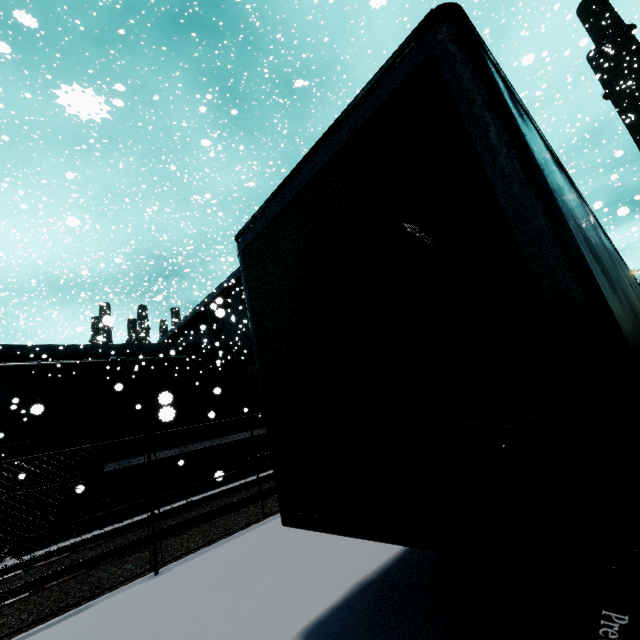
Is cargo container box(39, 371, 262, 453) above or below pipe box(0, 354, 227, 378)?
below

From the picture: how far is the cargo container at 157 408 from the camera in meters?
9.0

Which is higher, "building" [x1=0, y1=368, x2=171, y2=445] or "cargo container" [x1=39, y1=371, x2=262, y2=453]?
"building" [x1=0, y1=368, x2=171, y2=445]

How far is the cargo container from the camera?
8.99m

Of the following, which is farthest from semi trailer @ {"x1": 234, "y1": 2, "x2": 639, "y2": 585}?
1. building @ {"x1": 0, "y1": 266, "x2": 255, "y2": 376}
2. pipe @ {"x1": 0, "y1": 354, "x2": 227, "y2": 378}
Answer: pipe @ {"x1": 0, "y1": 354, "x2": 227, "y2": 378}

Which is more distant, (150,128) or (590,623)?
(150,128)

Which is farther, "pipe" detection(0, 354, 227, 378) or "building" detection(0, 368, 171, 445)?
"pipe" detection(0, 354, 227, 378)

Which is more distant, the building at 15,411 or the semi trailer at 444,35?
the building at 15,411
